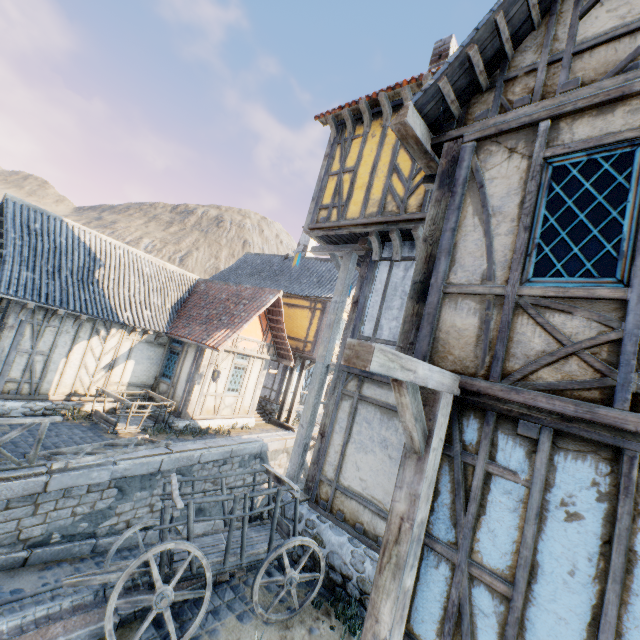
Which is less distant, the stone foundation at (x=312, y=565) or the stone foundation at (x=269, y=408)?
the stone foundation at (x=312, y=565)

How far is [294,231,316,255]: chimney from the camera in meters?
21.0 m

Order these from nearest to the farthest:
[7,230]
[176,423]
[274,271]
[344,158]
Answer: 1. [344,158]
2. [7,230]
3. [176,423]
4. [274,271]

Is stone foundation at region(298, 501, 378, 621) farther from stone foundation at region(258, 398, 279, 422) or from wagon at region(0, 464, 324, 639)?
stone foundation at region(258, 398, 279, 422)

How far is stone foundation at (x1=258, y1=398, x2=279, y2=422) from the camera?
17.2m

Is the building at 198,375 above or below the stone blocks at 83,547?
above

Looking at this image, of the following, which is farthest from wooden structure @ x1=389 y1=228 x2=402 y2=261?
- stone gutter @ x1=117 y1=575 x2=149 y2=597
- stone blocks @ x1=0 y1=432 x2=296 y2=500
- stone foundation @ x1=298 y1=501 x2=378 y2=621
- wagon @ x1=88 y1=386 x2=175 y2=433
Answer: wagon @ x1=88 y1=386 x2=175 y2=433

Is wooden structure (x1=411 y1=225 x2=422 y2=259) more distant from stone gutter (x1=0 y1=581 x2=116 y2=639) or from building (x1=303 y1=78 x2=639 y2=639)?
stone gutter (x1=0 y1=581 x2=116 y2=639)
